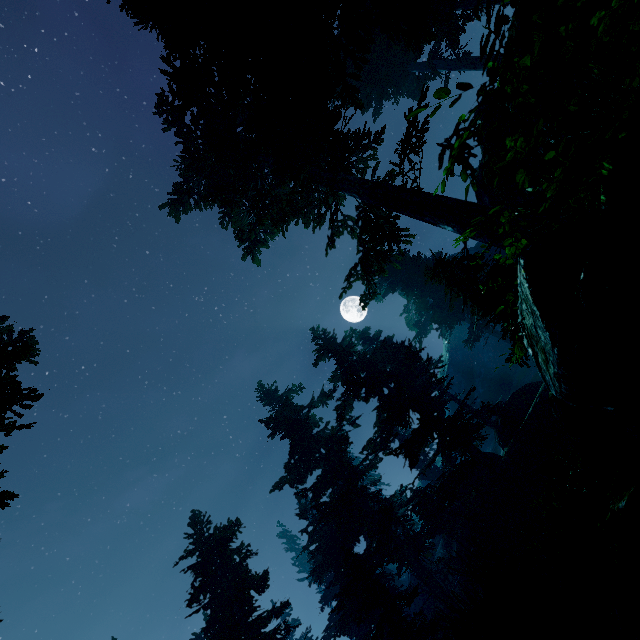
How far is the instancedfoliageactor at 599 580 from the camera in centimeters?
257cm

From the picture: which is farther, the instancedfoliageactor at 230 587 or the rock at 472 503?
the rock at 472 503

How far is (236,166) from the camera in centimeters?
1443cm

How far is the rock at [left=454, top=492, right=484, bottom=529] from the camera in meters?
21.9

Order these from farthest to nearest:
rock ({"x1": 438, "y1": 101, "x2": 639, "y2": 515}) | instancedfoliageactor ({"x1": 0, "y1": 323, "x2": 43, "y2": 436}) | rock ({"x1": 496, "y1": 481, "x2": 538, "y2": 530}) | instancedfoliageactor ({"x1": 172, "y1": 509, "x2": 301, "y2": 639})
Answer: rock ({"x1": 496, "y1": 481, "x2": 538, "y2": 530}), instancedfoliageactor ({"x1": 172, "y1": 509, "x2": 301, "y2": 639}), instancedfoliageactor ({"x1": 0, "y1": 323, "x2": 43, "y2": 436}), rock ({"x1": 438, "y1": 101, "x2": 639, "y2": 515})
